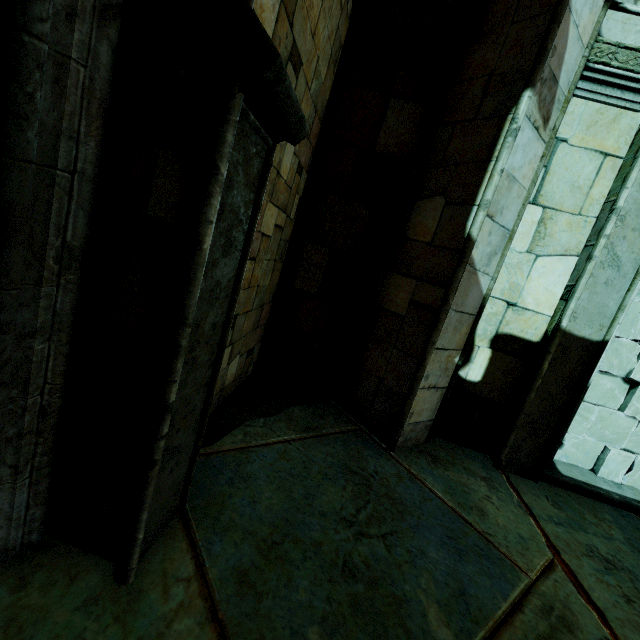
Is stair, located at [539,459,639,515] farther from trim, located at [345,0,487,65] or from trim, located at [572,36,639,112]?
trim, located at [345,0,487,65]

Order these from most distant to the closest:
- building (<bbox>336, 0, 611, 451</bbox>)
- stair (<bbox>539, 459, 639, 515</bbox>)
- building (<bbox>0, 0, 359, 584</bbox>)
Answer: stair (<bbox>539, 459, 639, 515</bbox>) → building (<bbox>336, 0, 611, 451</bbox>) → building (<bbox>0, 0, 359, 584</bbox>)

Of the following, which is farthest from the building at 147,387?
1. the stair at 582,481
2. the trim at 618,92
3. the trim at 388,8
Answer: the stair at 582,481

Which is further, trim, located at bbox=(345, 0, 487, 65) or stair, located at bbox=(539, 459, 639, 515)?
stair, located at bbox=(539, 459, 639, 515)

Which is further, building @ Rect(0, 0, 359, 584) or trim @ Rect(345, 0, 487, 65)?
trim @ Rect(345, 0, 487, 65)

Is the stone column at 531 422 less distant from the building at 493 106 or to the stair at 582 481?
the stair at 582 481

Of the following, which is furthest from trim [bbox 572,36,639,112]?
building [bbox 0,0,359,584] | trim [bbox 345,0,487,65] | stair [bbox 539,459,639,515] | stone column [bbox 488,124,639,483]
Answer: stair [bbox 539,459,639,515]

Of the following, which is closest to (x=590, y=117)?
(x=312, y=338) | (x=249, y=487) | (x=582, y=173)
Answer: (x=582, y=173)
